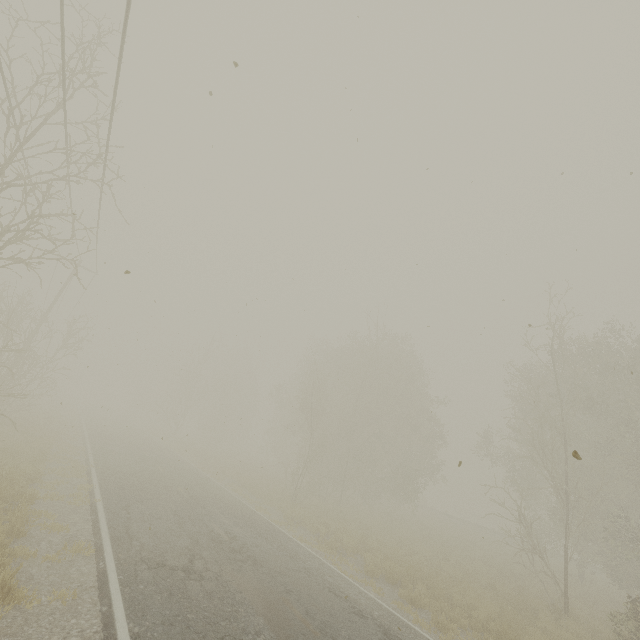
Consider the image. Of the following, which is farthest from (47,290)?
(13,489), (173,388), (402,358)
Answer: (402,358)
